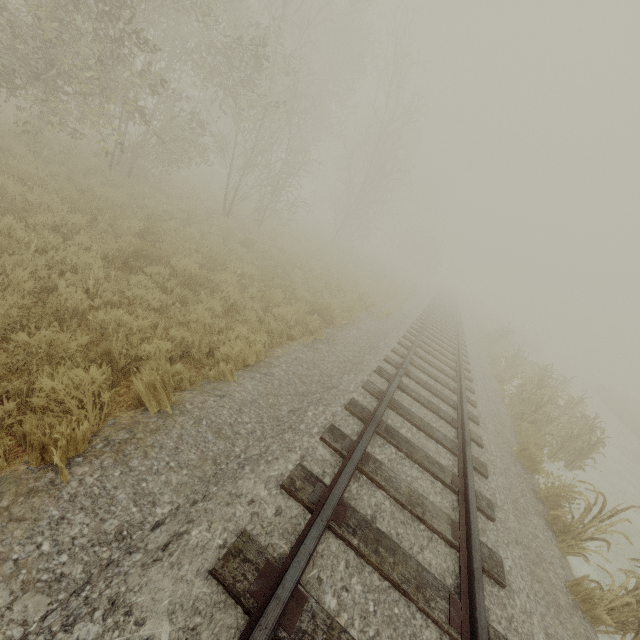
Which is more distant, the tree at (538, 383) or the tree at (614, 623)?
the tree at (538, 383)

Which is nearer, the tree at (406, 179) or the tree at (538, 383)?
the tree at (406, 179)

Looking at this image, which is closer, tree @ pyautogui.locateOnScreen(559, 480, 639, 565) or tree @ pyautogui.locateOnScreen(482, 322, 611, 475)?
tree @ pyautogui.locateOnScreen(559, 480, 639, 565)

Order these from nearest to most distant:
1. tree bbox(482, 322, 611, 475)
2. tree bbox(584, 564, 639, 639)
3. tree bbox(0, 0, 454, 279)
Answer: tree bbox(584, 564, 639, 639)
tree bbox(0, 0, 454, 279)
tree bbox(482, 322, 611, 475)

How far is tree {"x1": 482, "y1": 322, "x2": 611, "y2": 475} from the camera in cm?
916

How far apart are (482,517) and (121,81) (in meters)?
12.19

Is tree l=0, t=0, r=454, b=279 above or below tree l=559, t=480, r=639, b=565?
above
